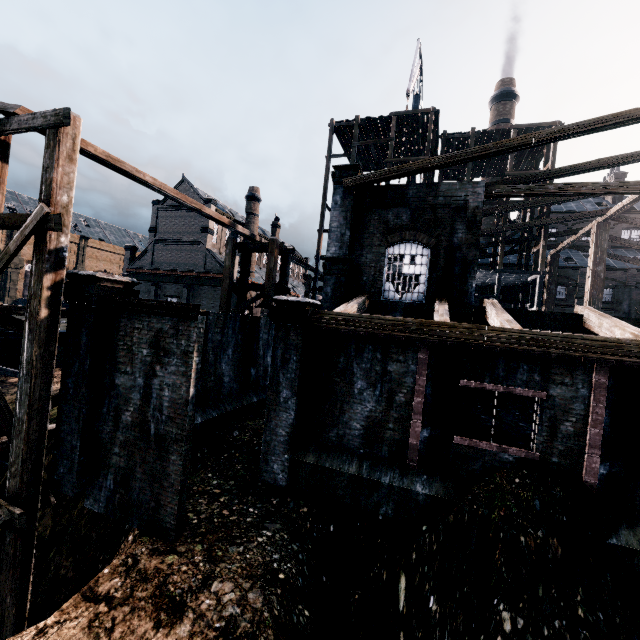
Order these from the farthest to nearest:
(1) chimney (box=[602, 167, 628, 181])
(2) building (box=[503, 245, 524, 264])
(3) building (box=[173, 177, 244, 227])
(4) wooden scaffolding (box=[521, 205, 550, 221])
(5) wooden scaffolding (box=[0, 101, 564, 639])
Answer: (3) building (box=[173, 177, 244, 227]) → (1) chimney (box=[602, 167, 628, 181]) → (2) building (box=[503, 245, 524, 264]) → (4) wooden scaffolding (box=[521, 205, 550, 221]) → (5) wooden scaffolding (box=[0, 101, 564, 639])

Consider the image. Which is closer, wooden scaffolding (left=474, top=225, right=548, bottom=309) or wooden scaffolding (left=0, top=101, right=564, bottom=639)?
wooden scaffolding (left=0, top=101, right=564, bottom=639)

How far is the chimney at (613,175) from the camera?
43.16m

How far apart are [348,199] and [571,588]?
15.3m

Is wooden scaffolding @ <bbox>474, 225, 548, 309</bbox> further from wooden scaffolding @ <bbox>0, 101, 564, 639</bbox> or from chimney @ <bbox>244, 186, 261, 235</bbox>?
chimney @ <bbox>244, 186, 261, 235</bbox>

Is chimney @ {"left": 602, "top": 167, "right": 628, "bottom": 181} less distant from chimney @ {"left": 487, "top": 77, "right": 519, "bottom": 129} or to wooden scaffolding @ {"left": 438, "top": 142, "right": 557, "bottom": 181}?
chimney @ {"left": 487, "top": 77, "right": 519, "bottom": 129}

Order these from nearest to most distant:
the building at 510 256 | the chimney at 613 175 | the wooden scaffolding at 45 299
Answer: the wooden scaffolding at 45 299 < the building at 510 256 < the chimney at 613 175
